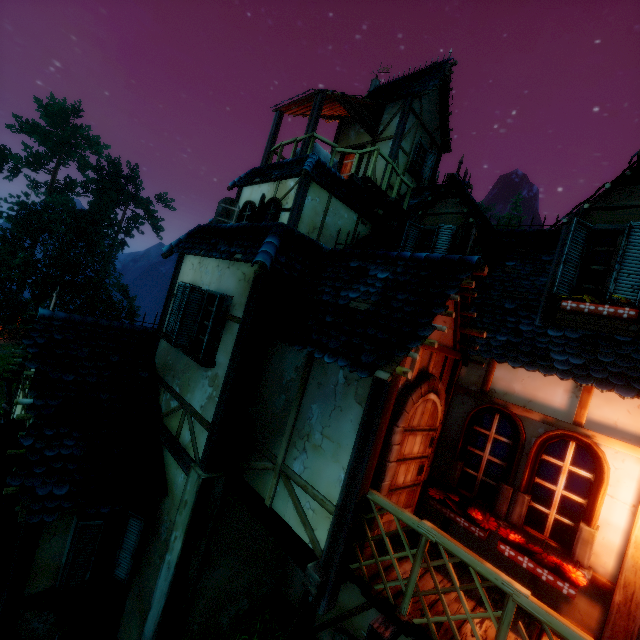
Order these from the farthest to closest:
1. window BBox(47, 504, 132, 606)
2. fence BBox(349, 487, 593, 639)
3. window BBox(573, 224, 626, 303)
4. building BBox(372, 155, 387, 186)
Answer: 1. building BBox(372, 155, 387, 186)
2. window BBox(47, 504, 132, 606)
3. window BBox(573, 224, 626, 303)
4. fence BBox(349, 487, 593, 639)

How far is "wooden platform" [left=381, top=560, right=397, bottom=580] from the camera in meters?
3.9

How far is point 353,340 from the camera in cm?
414

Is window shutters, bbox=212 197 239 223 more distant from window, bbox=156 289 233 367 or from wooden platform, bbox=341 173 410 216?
window, bbox=156 289 233 367

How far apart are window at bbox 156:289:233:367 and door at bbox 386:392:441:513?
3.4 meters

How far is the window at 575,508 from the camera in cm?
382

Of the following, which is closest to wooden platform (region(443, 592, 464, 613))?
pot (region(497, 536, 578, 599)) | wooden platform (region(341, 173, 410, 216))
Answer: pot (region(497, 536, 578, 599))

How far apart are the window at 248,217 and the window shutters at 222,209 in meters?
0.0
